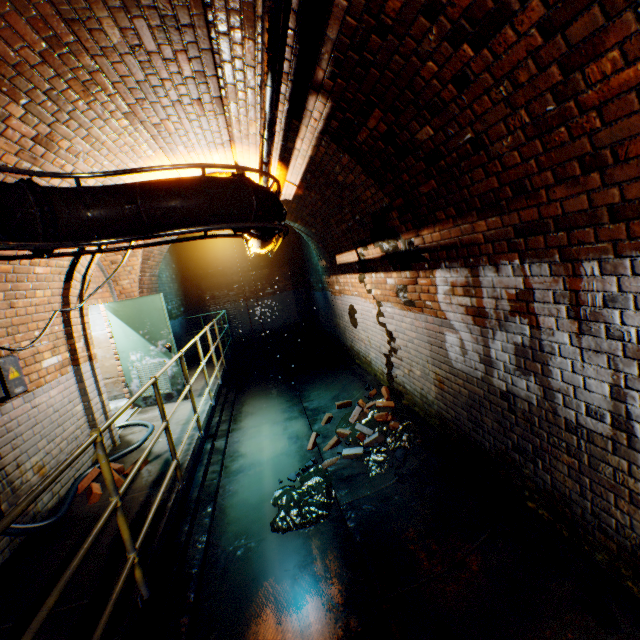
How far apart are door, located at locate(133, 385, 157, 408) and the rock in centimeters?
415cm

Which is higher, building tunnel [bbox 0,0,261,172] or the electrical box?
building tunnel [bbox 0,0,261,172]

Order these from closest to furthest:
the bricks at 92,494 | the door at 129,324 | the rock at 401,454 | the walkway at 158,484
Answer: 1. the walkway at 158,484
2. the bricks at 92,494
3. the rock at 401,454
4. the door at 129,324

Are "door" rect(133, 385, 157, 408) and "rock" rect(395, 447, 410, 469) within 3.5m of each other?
no

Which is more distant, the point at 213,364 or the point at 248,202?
the point at 213,364

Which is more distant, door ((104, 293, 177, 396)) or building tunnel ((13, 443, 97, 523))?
door ((104, 293, 177, 396))

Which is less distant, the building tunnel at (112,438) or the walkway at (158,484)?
the walkway at (158,484)
